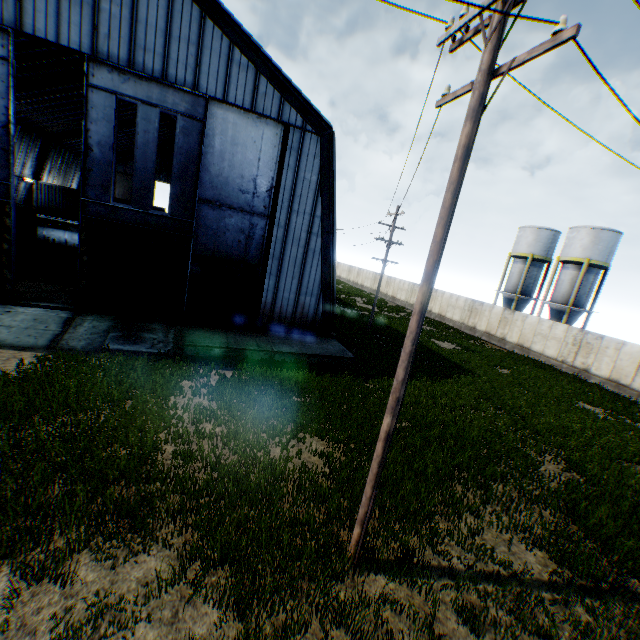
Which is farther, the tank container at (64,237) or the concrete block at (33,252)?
the tank container at (64,237)

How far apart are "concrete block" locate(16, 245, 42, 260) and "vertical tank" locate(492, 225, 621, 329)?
44.67m

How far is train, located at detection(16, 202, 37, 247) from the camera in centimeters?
2444cm

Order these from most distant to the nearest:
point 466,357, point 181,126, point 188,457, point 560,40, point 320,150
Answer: point 466,357
point 320,150
point 181,126
point 188,457
point 560,40

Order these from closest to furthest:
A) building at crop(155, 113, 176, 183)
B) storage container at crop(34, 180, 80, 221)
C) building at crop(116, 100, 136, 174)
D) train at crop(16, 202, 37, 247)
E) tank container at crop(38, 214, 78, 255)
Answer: train at crop(16, 202, 37, 247) < tank container at crop(38, 214, 78, 255) < storage container at crop(34, 180, 80, 221) < building at crop(116, 100, 136, 174) < building at crop(155, 113, 176, 183)

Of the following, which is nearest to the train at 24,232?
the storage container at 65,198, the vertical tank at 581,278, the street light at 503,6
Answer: the storage container at 65,198

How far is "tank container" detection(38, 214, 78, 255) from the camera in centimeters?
2725cm

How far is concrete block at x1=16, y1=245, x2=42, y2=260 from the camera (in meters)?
23.48
